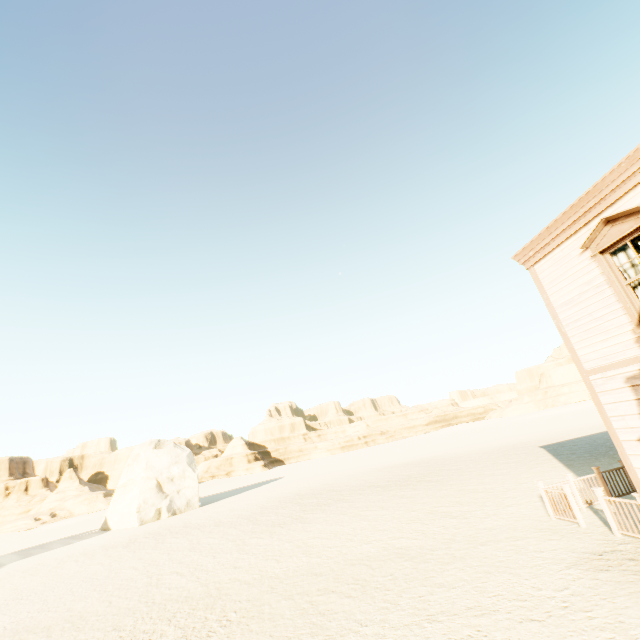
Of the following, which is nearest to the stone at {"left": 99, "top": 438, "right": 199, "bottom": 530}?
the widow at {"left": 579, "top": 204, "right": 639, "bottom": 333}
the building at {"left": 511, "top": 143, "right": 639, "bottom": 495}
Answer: the building at {"left": 511, "top": 143, "right": 639, "bottom": 495}

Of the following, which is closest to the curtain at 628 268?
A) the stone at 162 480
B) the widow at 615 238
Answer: the widow at 615 238

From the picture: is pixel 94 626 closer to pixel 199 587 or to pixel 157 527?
pixel 199 587

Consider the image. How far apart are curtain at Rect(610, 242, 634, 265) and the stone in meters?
34.1

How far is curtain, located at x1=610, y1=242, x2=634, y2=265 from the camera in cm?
651

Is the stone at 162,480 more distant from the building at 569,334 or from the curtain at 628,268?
the curtain at 628,268

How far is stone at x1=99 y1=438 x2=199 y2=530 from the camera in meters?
27.8 m
